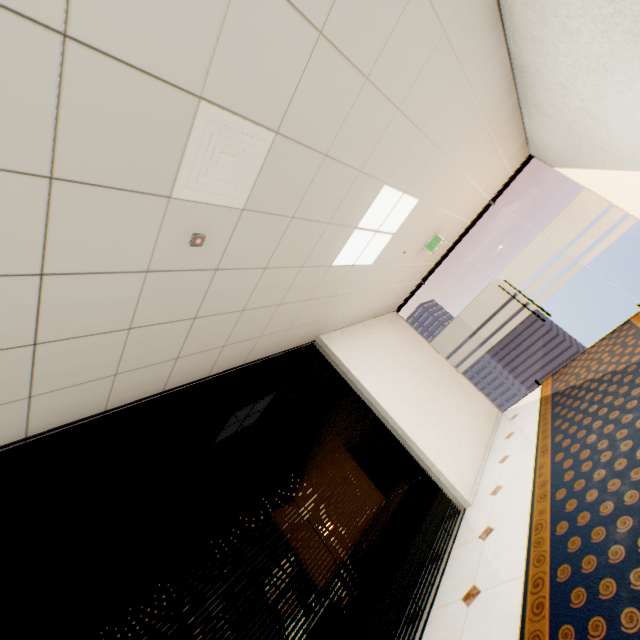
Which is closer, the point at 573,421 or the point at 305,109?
the point at 305,109

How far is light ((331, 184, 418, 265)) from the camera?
3.3m

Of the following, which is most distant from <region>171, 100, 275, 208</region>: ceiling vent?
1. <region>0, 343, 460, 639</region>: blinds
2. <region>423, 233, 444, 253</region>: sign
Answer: <region>423, 233, 444, 253</region>: sign

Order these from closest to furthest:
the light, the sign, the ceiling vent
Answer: the ceiling vent
the light
the sign

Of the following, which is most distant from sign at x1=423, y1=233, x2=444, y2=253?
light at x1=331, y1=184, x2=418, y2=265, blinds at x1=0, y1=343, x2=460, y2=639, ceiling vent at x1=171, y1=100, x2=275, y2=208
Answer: ceiling vent at x1=171, y1=100, x2=275, y2=208

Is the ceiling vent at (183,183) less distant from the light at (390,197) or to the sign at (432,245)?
the light at (390,197)

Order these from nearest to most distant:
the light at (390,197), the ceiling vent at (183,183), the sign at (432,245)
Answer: the ceiling vent at (183,183) → the light at (390,197) → the sign at (432,245)

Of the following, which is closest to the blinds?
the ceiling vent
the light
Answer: the light
